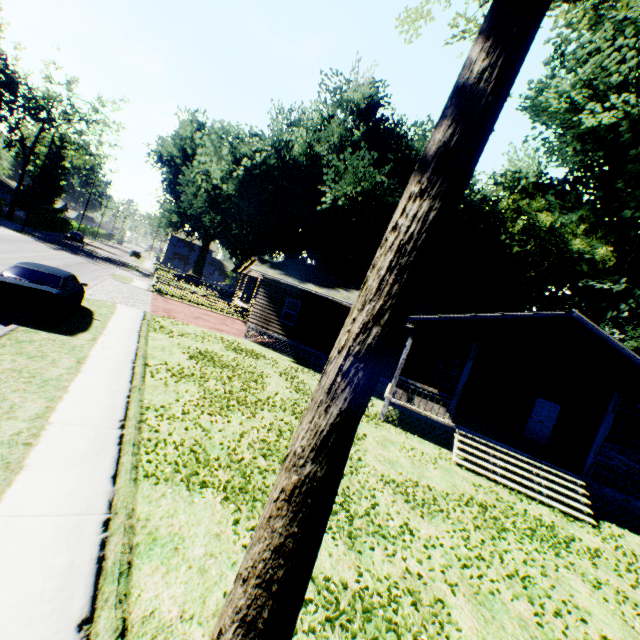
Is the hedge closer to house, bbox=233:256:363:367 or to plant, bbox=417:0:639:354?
plant, bbox=417:0:639:354

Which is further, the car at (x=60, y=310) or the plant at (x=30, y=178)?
the plant at (x=30, y=178)

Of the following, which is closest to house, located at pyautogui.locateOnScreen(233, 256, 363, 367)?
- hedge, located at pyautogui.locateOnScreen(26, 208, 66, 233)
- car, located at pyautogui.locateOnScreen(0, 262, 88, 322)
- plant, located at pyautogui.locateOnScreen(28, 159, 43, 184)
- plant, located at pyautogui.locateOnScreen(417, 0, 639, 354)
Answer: plant, located at pyautogui.locateOnScreen(417, 0, 639, 354)

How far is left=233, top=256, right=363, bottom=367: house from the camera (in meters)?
19.66

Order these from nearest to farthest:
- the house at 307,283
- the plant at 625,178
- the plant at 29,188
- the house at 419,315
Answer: the house at 419,315
the house at 307,283
the plant at 625,178
the plant at 29,188

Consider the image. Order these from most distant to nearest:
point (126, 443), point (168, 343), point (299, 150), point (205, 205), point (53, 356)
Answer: point (205, 205) < point (299, 150) < point (168, 343) < point (53, 356) < point (126, 443)

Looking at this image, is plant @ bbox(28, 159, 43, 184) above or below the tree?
above

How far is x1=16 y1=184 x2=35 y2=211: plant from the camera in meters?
57.9
